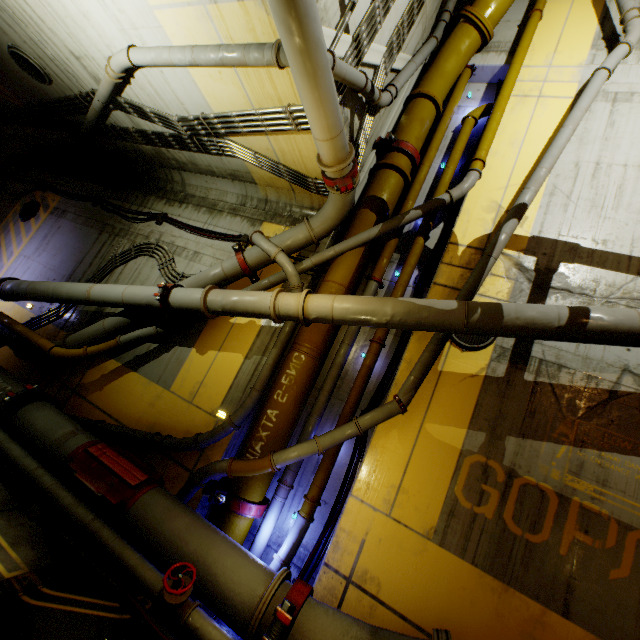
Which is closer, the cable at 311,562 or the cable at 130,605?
the cable at 130,605

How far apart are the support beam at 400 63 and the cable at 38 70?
7.66m

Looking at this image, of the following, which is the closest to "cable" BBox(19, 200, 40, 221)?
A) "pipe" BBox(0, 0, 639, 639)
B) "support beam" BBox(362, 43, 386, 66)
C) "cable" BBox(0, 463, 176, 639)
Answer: "pipe" BBox(0, 0, 639, 639)

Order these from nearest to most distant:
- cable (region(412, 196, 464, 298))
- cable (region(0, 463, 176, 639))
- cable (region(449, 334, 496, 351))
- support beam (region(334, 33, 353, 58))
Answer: cable (region(0, 463, 176, 639)) → support beam (region(334, 33, 353, 58)) → cable (region(449, 334, 496, 351)) → cable (region(412, 196, 464, 298))

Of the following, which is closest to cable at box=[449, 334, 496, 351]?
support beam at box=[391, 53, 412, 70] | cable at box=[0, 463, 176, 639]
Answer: support beam at box=[391, 53, 412, 70]

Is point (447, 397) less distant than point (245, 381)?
Yes

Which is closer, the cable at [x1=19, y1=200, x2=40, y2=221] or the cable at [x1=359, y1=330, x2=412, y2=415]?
the cable at [x1=359, y1=330, x2=412, y2=415]

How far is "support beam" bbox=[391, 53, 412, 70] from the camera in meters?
6.9
